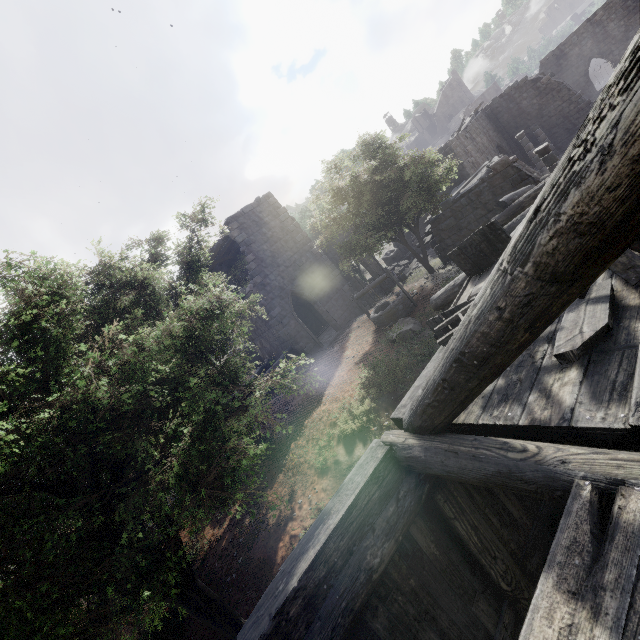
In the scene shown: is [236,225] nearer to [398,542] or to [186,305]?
[186,305]

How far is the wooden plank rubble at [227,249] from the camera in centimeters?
1894cm

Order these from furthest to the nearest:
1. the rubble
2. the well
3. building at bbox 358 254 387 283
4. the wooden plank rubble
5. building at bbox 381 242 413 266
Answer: building at bbox 381 242 413 266
the rubble
building at bbox 358 254 387 283
the wooden plank rubble
the well

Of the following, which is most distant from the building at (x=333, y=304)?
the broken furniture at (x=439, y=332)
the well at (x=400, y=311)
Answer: the well at (x=400, y=311)

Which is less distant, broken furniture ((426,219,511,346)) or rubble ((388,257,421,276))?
broken furniture ((426,219,511,346))

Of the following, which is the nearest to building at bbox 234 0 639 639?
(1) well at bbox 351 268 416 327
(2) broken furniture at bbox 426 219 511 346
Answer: (2) broken furniture at bbox 426 219 511 346

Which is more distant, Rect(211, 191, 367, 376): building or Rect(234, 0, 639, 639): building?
Rect(211, 191, 367, 376): building
